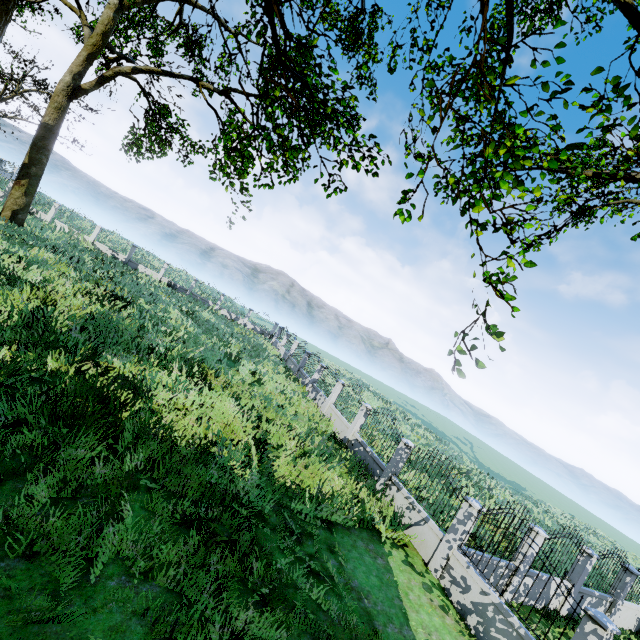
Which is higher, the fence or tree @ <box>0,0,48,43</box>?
tree @ <box>0,0,48,43</box>

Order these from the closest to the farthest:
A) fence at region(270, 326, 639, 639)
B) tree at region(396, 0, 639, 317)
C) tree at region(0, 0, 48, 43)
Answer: tree at region(0, 0, 48, 43) < tree at region(396, 0, 639, 317) < fence at region(270, 326, 639, 639)

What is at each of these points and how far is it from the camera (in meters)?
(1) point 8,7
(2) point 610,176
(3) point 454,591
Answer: (1) tree, 5.21
(2) tree, 10.95
(3) fence, 8.25

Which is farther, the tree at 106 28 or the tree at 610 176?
the tree at 106 28

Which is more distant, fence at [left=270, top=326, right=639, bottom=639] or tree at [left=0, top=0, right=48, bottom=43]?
fence at [left=270, top=326, right=639, bottom=639]

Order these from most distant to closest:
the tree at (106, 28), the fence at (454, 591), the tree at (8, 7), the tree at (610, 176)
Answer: the tree at (106, 28)
the fence at (454, 591)
the tree at (610, 176)
the tree at (8, 7)
